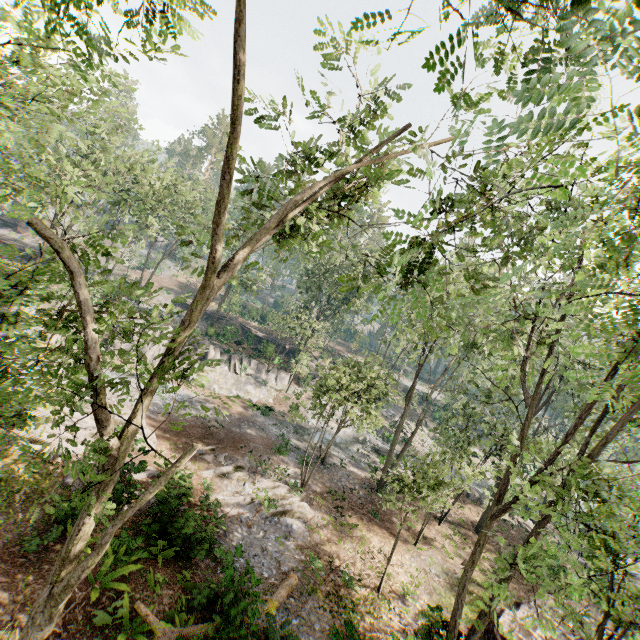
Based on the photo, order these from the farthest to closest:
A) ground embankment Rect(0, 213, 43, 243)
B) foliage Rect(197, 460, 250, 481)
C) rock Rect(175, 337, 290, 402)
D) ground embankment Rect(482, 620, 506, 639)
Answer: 1. ground embankment Rect(0, 213, 43, 243)
2. rock Rect(175, 337, 290, 402)
3. foliage Rect(197, 460, 250, 481)
4. ground embankment Rect(482, 620, 506, 639)

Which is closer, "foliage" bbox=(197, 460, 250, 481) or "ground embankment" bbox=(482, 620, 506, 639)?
"ground embankment" bbox=(482, 620, 506, 639)

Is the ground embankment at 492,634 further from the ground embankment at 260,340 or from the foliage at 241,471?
the ground embankment at 260,340

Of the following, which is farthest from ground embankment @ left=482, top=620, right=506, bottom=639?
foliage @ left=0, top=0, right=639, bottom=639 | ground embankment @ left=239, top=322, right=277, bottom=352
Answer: ground embankment @ left=239, top=322, right=277, bottom=352

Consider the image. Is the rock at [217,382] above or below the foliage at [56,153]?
below

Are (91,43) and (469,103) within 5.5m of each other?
no

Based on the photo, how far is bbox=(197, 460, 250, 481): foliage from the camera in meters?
18.7

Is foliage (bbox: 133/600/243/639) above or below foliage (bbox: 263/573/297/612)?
above
